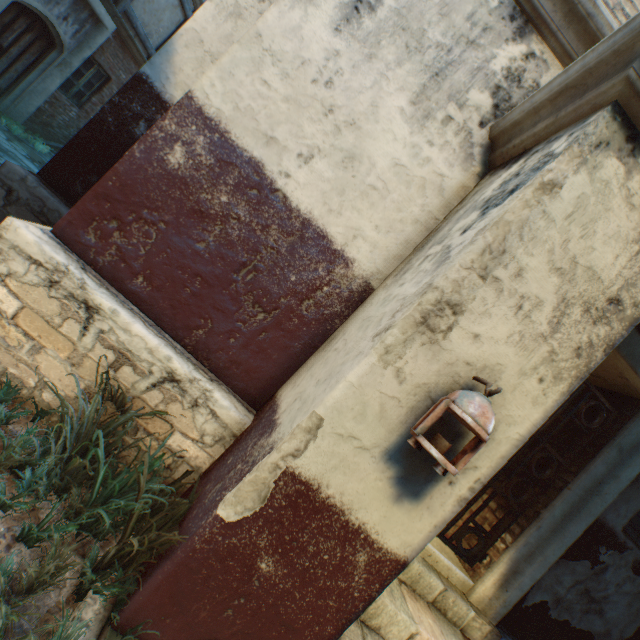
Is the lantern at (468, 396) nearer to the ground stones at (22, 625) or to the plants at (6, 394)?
the ground stones at (22, 625)

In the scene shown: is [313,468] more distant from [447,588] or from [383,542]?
[447,588]

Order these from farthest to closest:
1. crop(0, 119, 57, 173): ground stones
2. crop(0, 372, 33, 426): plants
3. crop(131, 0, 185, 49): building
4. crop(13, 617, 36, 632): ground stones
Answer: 1. crop(131, 0, 185, 49): building
2. crop(0, 119, 57, 173): ground stones
3. crop(0, 372, 33, 426): plants
4. crop(13, 617, 36, 632): ground stones

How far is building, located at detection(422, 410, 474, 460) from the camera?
1.71m

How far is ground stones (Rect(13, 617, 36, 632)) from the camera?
1.37m

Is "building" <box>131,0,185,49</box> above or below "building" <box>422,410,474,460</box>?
above

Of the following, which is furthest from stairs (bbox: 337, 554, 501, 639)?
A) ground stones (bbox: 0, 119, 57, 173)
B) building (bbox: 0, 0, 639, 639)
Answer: ground stones (bbox: 0, 119, 57, 173)

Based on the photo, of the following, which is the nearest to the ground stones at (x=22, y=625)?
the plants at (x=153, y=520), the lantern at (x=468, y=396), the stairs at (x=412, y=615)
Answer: the plants at (x=153, y=520)
